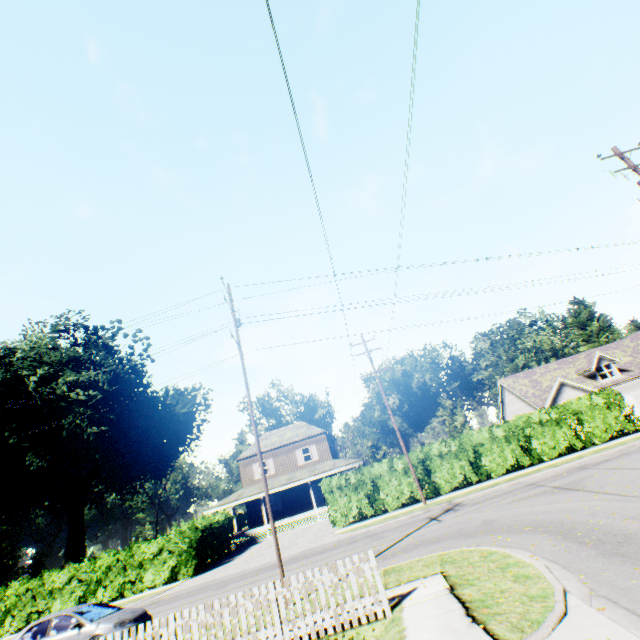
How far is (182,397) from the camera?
50.7m

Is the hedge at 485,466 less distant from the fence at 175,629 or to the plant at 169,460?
the fence at 175,629

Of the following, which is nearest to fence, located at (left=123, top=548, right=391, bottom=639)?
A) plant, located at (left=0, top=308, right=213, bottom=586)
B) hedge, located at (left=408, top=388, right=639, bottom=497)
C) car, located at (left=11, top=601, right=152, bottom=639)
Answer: car, located at (left=11, top=601, right=152, bottom=639)

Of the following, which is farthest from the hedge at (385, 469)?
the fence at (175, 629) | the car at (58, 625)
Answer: the fence at (175, 629)

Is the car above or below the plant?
below

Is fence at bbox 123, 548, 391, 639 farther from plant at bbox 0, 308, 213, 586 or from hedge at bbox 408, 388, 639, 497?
plant at bbox 0, 308, 213, 586

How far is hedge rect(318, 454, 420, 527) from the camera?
21.66m
